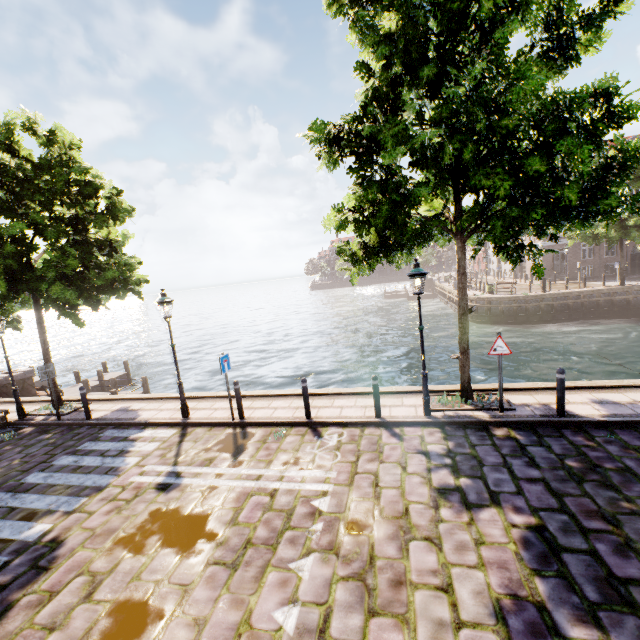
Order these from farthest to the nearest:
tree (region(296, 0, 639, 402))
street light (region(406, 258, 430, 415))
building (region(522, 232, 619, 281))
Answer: building (region(522, 232, 619, 281)) < street light (region(406, 258, 430, 415)) < tree (region(296, 0, 639, 402))

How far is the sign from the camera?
7.4m

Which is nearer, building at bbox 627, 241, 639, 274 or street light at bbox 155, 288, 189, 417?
street light at bbox 155, 288, 189, 417

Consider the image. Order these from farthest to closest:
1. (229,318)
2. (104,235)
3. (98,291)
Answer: (229,318), (104,235), (98,291)

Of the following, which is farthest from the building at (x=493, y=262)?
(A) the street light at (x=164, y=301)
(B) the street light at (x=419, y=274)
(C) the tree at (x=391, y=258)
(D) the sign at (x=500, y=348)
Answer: (A) the street light at (x=164, y=301)

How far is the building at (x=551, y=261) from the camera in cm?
3309

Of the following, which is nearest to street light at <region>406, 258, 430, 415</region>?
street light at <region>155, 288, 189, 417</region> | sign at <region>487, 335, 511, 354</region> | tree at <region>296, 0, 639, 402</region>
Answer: tree at <region>296, 0, 639, 402</region>

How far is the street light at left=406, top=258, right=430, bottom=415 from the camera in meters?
7.4
